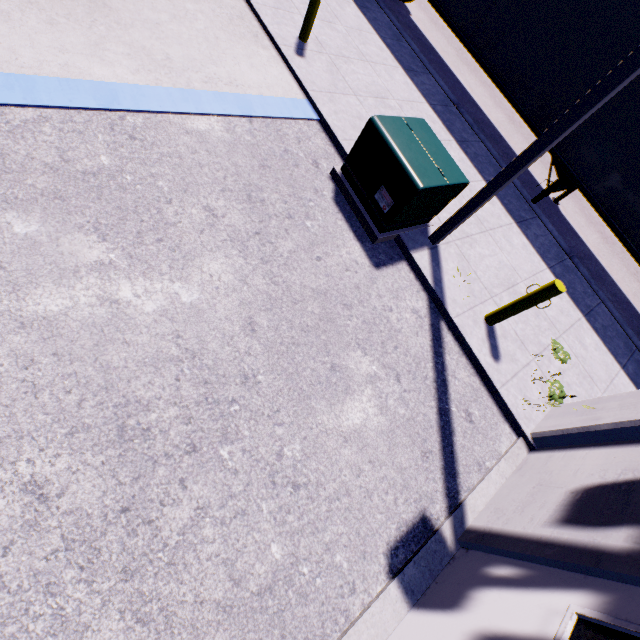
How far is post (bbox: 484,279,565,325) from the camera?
4.5m

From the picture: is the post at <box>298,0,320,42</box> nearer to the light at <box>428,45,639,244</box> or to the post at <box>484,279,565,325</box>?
the light at <box>428,45,639,244</box>

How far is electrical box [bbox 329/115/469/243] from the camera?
4.55m

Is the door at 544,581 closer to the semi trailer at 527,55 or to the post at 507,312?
the semi trailer at 527,55

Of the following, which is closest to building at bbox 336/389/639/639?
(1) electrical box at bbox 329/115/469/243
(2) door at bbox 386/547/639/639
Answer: (2) door at bbox 386/547/639/639

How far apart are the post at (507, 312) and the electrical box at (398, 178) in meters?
1.8

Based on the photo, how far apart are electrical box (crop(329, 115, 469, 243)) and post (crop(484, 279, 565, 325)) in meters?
1.8

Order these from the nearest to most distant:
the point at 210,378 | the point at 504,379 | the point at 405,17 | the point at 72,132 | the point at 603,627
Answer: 1. the point at 603,627
2. the point at 210,378
3. the point at 72,132
4. the point at 504,379
5. the point at 405,17
